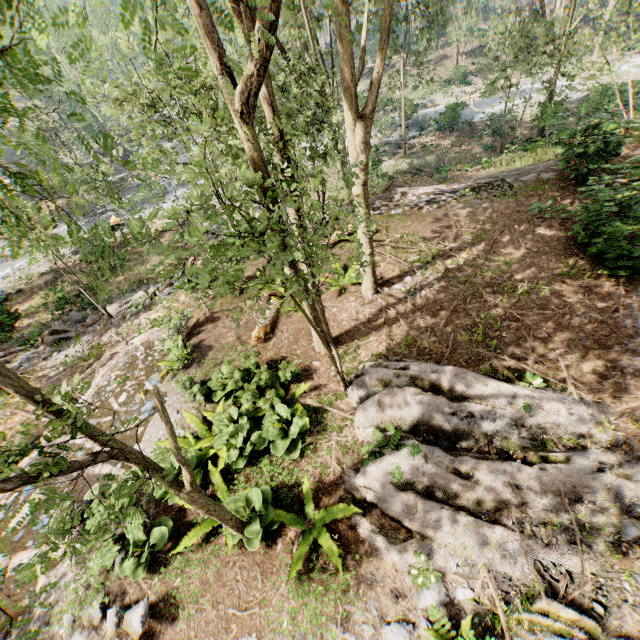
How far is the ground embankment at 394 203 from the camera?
14.40m

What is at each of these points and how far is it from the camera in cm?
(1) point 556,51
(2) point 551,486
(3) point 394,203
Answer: (1) foliage, 1784
(2) foliage, 514
(3) ground embankment, 1535

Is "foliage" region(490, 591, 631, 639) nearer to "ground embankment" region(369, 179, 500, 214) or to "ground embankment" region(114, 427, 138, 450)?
"ground embankment" region(114, 427, 138, 450)

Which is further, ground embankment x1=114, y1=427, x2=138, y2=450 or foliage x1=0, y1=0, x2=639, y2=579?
ground embankment x1=114, y1=427, x2=138, y2=450

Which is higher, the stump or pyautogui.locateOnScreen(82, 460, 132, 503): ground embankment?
pyautogui.locateOnScreen(82, 460, 132, 503): ground embankment

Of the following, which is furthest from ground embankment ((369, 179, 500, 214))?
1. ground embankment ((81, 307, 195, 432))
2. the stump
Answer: the stump

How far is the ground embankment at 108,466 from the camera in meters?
7.2

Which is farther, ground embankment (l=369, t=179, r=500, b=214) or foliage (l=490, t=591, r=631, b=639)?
ground embankment (l=369, t=179, r=500, b=214)
